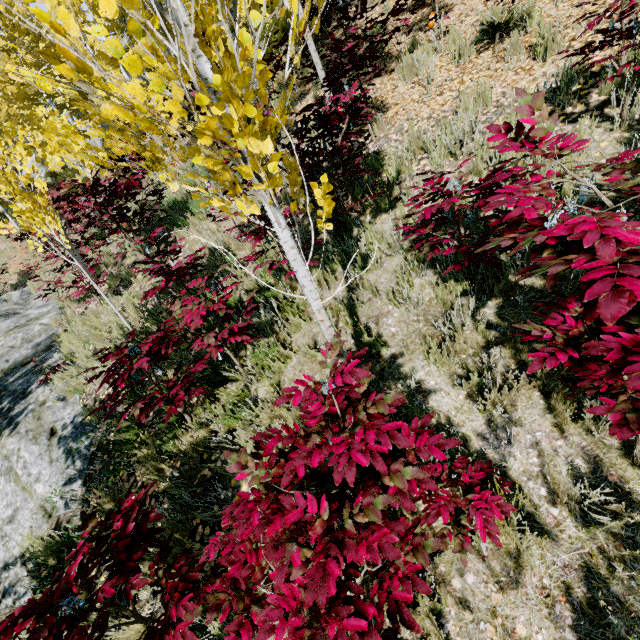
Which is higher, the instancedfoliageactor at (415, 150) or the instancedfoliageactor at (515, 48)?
the instancedfoliageactor at (515, 48)

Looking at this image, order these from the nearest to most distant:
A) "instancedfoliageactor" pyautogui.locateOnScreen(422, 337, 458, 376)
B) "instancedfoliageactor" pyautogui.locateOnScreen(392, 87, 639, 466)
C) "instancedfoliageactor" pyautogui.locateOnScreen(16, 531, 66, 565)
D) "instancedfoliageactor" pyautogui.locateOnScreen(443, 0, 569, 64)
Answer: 1. "instancedfoliageactor" pyautogui.locateOnScreen(392, 87, 639, 466)
2. "instancedfoliageactor" pyautogui.locateOnScreen(422, 337, 458, 376)
3. "instancedfoliageactor" pyautogui.locateOnScreen(16, 531, 66, 565)
4. "instancedfoliageactor" pyautogui.locateOnScreen(443, 0, 569, 64)

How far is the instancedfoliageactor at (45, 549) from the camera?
3.3m

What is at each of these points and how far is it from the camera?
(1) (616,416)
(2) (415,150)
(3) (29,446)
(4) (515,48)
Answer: (1) instancedfoliageactor, 1.3m
(2) instancedfoliageactor, 4.2m
(3) rock, 4.5m
(4) instancedfoliageactor, 4.5m

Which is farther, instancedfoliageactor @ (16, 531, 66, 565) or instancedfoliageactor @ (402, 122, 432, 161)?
instancedfoliageactor @ (402, 122, 432, 161)

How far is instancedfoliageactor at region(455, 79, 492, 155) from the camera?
3.7 meters
